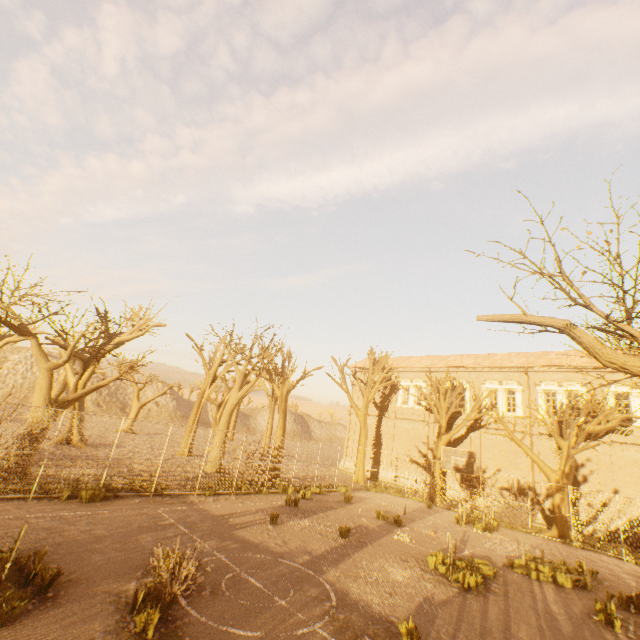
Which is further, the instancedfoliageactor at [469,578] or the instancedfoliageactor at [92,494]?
the instancedfoliageactor at [92,494]

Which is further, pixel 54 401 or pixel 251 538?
pixel 54 401

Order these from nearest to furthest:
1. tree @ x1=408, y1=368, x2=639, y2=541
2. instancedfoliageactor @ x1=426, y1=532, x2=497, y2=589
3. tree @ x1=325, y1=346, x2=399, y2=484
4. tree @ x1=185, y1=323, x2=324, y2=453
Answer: instancedfoliageactor @ x1=426, y1=532, x2=497, y2=589 → tree @ x1=408, y1=368, x2=639, y2=541 → tree @ x1=185, y1=323, x2=324, y2=453 → tree @ x1=325, y1=346, x2=399, y2=484

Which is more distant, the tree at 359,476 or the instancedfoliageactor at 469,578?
the tree at 359,476

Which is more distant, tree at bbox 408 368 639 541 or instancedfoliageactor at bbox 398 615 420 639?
tree at bbox 408 368 639 541

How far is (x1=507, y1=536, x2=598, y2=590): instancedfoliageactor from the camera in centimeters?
1123cm

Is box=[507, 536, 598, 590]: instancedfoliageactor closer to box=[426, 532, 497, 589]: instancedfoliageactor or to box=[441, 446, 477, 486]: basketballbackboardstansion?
box=[426, 532, 497, 589]: instancedfoliageactor

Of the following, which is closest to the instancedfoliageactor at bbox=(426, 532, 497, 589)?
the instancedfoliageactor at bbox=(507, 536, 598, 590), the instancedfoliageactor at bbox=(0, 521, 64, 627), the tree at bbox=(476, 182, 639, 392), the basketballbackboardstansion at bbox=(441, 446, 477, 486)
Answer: the instancedfoliageactor at bbox=(507, 536, 598, 590)
